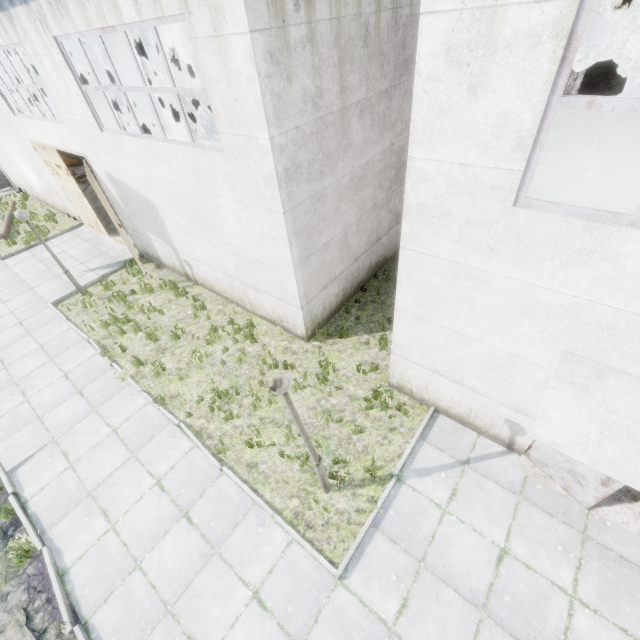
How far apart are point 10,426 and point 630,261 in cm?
1264

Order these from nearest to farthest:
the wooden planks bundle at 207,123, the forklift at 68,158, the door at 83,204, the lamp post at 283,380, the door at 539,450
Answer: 1. the lamp post at 283,380
2. the door at 539,450
3. the door at 83,204
4. the forklift at 68,158
5. the wooden planks bundle at 207,123

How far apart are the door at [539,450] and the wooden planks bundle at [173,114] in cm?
3649

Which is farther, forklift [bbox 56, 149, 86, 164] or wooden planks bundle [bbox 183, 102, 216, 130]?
wooden planks bundle [bbox 183, 102, 216, 130]

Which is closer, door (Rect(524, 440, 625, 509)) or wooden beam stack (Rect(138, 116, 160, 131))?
door (Rect(524, 440, 625, 509))

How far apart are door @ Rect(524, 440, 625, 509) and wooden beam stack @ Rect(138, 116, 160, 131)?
36.4 meters

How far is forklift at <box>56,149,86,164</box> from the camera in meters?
23.8

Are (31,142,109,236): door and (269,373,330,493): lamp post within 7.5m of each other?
no
